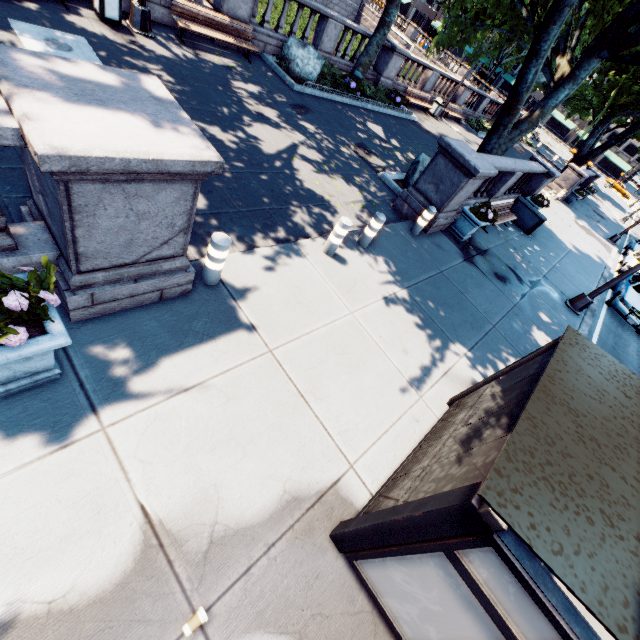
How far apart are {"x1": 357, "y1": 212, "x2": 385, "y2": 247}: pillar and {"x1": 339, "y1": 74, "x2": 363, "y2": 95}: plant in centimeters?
1085cm

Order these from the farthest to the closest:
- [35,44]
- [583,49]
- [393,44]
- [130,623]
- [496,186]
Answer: [583,49] → [393,44] → [496,186] → [35,44] → [130,623]

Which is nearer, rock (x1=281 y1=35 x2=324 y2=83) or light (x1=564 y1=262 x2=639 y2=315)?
light (x1=564 y1=262 x2=639 y2=315)

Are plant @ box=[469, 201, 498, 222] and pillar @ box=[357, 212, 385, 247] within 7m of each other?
yes

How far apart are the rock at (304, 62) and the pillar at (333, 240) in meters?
10.3 m

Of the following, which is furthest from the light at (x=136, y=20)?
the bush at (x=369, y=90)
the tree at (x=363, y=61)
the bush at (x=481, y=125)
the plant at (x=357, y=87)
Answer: the bush at (x=481, y=125)

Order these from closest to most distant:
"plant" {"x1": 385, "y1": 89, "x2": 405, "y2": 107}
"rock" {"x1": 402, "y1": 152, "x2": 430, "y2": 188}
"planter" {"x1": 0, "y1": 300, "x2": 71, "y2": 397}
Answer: "planter" {"x1": 0, "y1": 300, "x2": 71, "y2": 397} < "rock" {"x1": 402, "y1": 152, "x2": 430, "y2": 188} < "plant" {"x1": 385, "y1": 89, "x2": 405, "y2": 107}

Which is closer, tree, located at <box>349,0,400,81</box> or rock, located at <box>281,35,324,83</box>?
rock, located at <box>281,35,324,83</box>
